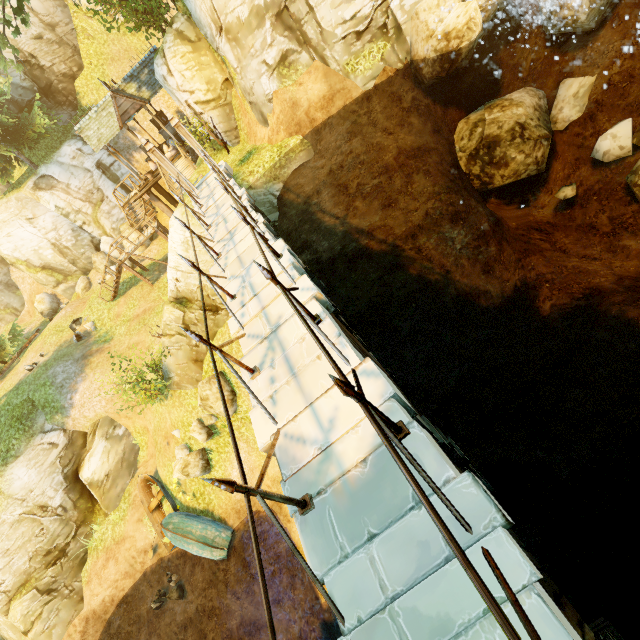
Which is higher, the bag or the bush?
the bag

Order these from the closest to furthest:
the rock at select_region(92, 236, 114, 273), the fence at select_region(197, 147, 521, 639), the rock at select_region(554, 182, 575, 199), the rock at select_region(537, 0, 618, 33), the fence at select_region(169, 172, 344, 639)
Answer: the fence at select_region(197, 147, 521, 639) → the fence at select_region(169, 172, 344, 639) → the rock at select_region(537, 0, 618, 33) → the rock at select_region(554, 182, 575, 199) → the rock at select_region(92, 236, 114, 273)

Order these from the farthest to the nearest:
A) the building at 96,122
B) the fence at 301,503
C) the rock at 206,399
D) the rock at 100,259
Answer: the rock at 100,259 → the building at 96,122 → the rock at 206,399 → the fence at 301,503

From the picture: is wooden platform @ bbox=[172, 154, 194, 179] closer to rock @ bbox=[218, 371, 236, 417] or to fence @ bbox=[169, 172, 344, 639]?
fence @ bbox=[169, 172, 344, 639]

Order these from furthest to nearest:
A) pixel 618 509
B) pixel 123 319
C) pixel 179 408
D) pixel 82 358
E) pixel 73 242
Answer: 1. pixel 73 242
2. pixel 123 319
3. pixel 82 358
4. pixel 179 408
5. pixel 618 509

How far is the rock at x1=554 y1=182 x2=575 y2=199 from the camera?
11.38m

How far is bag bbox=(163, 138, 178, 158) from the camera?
21.88m

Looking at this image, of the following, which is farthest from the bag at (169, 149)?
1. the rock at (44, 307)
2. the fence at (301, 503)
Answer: the rock at (44, 307)
